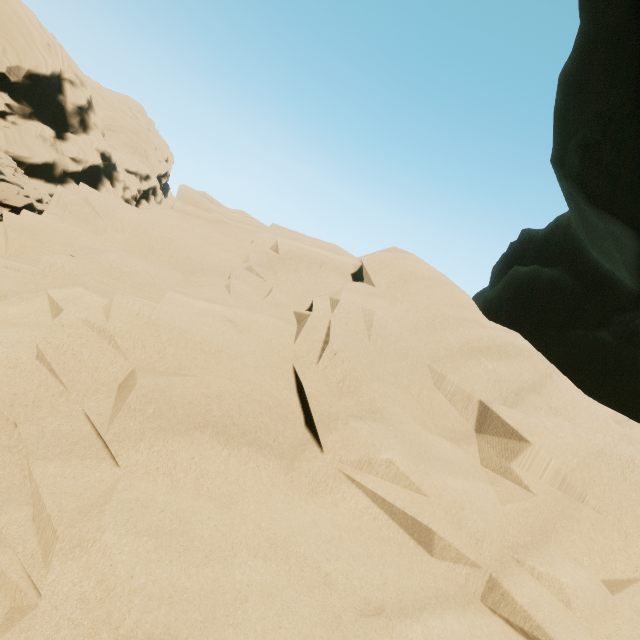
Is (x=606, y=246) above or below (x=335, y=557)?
above
